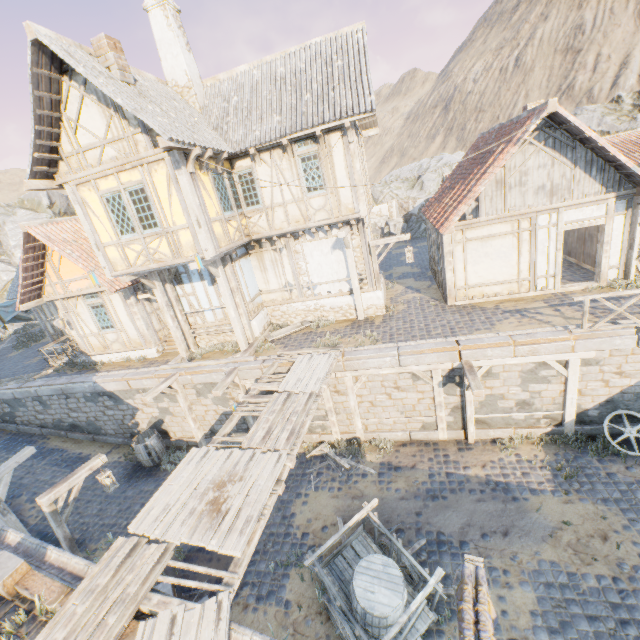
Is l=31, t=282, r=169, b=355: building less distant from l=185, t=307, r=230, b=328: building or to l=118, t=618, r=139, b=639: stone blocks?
l=185, t=307, r=230, b=328: building

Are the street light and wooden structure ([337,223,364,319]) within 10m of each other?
yes

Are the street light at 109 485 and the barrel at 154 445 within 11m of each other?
yes

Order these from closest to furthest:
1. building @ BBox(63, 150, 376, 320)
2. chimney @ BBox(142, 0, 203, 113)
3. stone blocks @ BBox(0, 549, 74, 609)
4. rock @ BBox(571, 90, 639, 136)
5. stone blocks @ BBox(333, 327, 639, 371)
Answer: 1. stone blocks @ BBox(0, 549, 74, 609)
2. stone blocks @ BBox(333, 327, 639, 371)
3. building @ BBox(63, 150, 376, 320)
4. chimney @ BBox(142, 0, 203, 113)
5. rock @ BBox(571, 90, 639, 136)

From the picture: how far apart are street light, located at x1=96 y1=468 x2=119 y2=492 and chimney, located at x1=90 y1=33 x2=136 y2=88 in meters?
10.6

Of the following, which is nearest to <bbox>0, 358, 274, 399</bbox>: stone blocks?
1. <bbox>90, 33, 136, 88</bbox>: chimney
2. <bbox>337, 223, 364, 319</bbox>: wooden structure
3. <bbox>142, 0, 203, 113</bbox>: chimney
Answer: <bbox>337, 223, 364, 319</bbox>: wooden structure

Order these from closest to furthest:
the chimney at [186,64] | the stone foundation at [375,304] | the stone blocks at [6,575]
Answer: the stone blocks at [6,575], the chimney at [186,64], the stone foundation at [375,304]

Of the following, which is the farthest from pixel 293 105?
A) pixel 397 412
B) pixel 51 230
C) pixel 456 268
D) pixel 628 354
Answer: pixel 628 354
